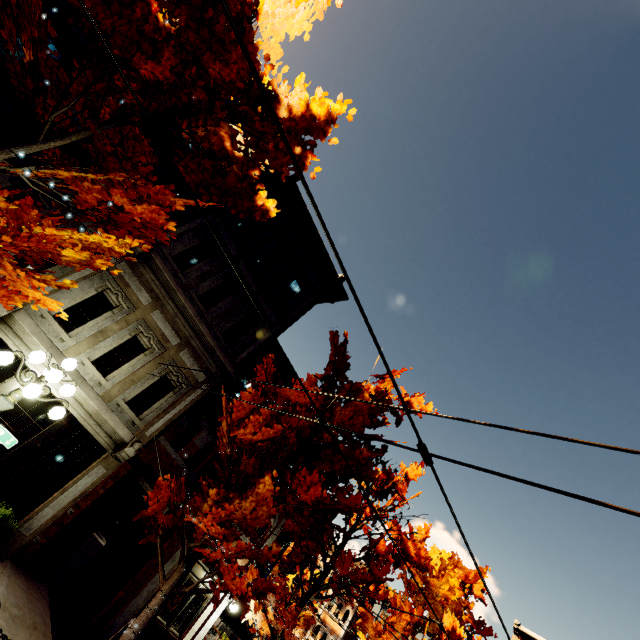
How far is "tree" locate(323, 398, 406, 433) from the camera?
9.0 meters

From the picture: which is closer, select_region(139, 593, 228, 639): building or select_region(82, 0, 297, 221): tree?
select_region(82, 0, 297, 221): tree

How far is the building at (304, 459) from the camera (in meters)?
14.65

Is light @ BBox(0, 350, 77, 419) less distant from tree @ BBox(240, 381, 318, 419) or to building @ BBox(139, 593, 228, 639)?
tree @ BBox(240, 381, 318, 419)

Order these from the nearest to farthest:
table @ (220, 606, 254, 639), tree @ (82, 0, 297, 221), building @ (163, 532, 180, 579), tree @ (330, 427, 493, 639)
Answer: tree @ (82, 0, 297, 221) → tree @ (330, 427, 493, 639) → building @ (163, 532, 180, 579) → table @ (220, 606, 254, 639)

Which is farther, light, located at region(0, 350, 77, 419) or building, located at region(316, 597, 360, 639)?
building, located at region(316, 597, 360, 639)

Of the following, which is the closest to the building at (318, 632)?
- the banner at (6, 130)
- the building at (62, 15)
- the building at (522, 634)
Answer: the building at (522, 634)

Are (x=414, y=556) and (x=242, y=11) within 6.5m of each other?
no
